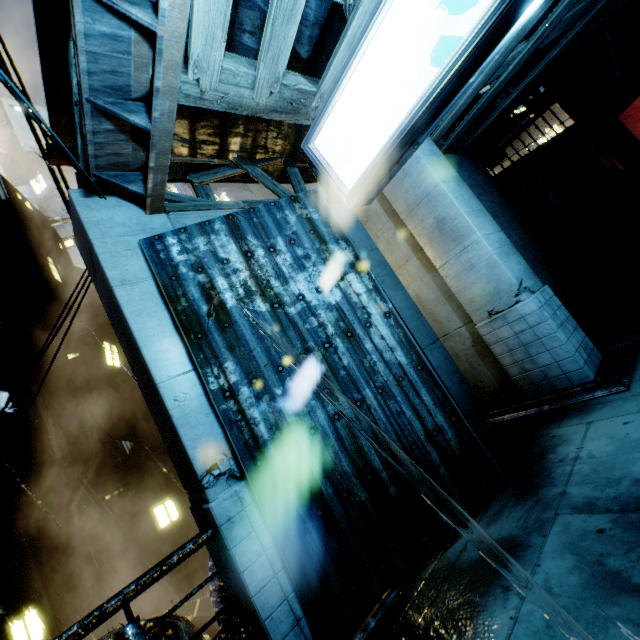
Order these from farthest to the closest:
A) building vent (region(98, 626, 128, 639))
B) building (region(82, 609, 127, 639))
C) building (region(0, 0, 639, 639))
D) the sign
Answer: building (region(82, 609, 127, 639)), building vent (region(98, 626, 128, 639)), building (region(0, 0, 639, 639)), the sign

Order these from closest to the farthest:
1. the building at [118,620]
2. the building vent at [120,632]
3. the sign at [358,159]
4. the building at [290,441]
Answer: the sign at [358,159]
the building at [290,441]
the building vent at [120,632]
the building at [118,620]

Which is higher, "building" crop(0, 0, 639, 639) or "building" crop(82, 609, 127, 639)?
"building" crop(0, 0, 639, 639)

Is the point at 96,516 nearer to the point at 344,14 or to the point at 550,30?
the point at 344,14

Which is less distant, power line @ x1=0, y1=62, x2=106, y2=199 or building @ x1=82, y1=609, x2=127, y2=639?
power line @ x1=0, y1=62, x2=106, y2=199

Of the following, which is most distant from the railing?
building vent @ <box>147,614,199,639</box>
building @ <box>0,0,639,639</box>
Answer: building vent @ <box>147,614,199,639</box>

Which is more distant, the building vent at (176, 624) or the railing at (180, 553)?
the building vent at (176, 624)

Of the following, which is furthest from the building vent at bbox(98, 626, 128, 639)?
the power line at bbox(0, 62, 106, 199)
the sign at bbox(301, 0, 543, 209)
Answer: the sign at bbox(301, 0, 543, 209)
